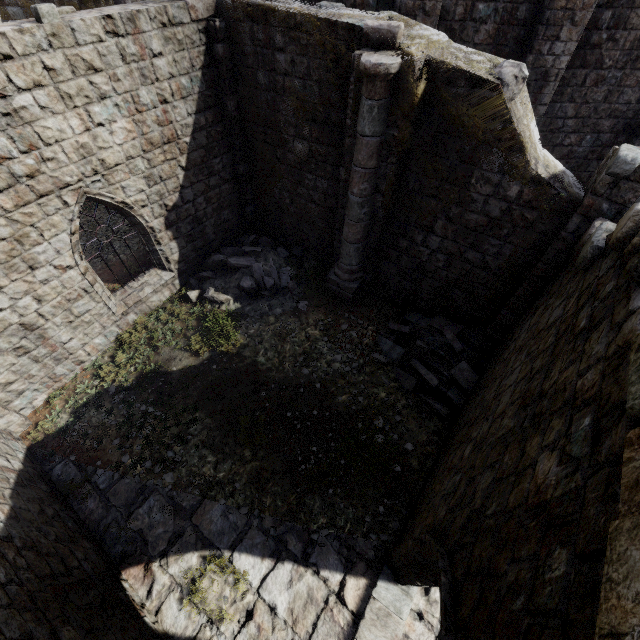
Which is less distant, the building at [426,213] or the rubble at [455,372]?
the building at [426,213]

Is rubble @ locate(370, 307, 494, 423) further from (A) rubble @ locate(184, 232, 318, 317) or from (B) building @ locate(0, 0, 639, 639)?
(A) rubble @ locate(184, 232, 318, 317)

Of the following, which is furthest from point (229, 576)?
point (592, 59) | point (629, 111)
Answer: point (629, 111)

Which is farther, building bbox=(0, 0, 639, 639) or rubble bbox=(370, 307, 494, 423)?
rubble bbox=(370, 307, 494, 423)

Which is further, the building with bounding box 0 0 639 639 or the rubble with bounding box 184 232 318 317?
the rubble with bounding box 184 232 318 317

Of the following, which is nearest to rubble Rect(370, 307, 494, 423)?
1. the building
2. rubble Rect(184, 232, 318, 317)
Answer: the building

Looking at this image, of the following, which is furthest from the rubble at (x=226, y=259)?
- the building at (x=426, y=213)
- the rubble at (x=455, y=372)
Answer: the rubble at (x=455, y=372)

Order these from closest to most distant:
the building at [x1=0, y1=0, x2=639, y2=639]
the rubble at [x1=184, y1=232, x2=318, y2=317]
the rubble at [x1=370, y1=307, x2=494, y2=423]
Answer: the building at [x1=0, y1=0, x2=639, y2=639] < the rubble at [x1=370, y1=307, x2=494, y2=423] < the rubble at [x1=184, y1=232, x2=318, y2=317]
